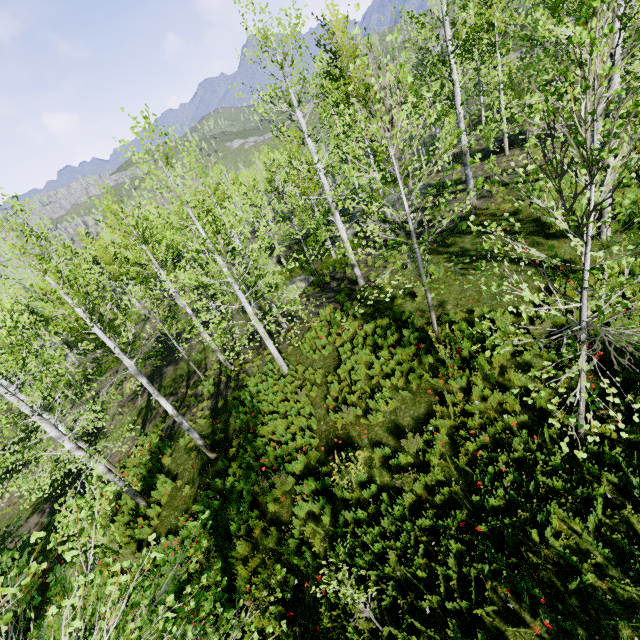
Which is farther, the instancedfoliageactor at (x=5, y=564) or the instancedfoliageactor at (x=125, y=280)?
the instancedfoliageactor at (x=125, y=280)

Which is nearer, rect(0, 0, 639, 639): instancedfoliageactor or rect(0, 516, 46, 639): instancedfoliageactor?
rect(0, 516, 46, 639): instancedfoliageactor

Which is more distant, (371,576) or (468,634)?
(371,576)
